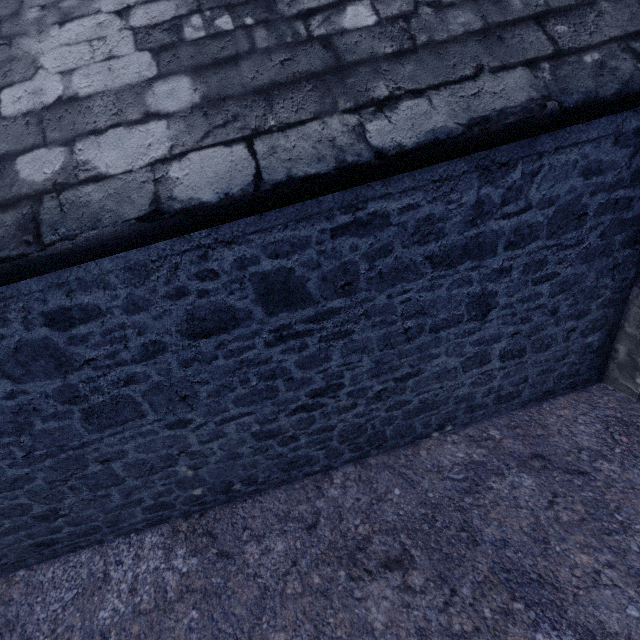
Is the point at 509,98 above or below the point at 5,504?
above
